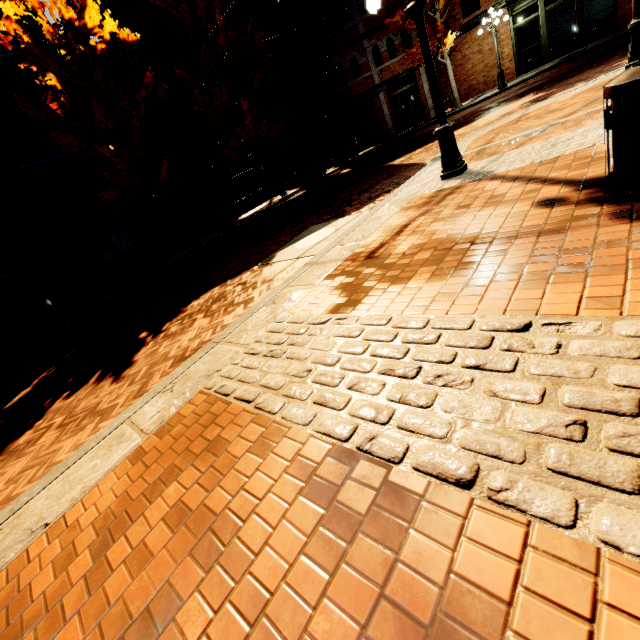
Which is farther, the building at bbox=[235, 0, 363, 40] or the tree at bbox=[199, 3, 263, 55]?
the building at bbox=[235, 0, 363, 40]

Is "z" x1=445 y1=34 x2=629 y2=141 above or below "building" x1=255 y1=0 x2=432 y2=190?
below

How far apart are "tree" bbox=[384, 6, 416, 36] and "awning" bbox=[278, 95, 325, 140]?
5.8m

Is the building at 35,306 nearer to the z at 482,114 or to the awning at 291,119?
the awning at 291,119

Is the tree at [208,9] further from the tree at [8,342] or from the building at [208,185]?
the building at [208,185]

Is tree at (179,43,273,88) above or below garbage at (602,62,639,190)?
above

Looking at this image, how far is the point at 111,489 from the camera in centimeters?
245cm

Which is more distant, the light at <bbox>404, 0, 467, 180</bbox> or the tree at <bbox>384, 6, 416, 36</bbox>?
the tree at <bbox>384, 6, 416, 36</bbox>
